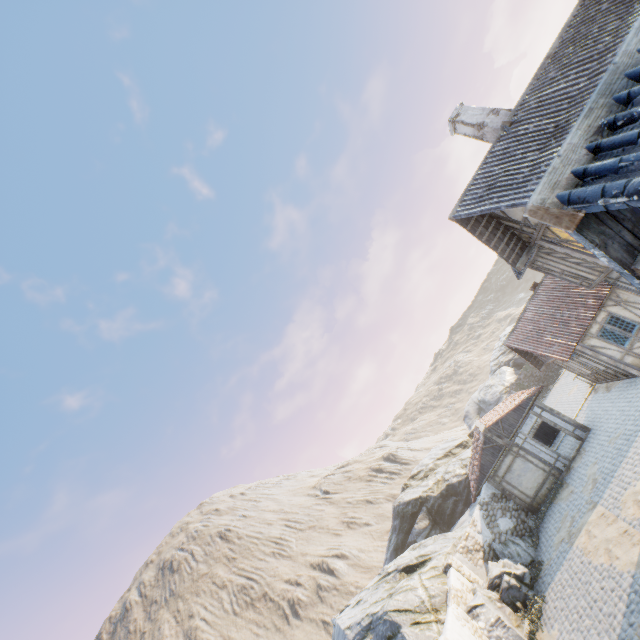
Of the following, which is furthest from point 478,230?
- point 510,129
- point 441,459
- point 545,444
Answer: point 441,459

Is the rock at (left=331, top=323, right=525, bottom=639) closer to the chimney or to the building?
the building

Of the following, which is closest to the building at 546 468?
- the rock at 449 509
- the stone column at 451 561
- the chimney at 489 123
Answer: the rock at 449 509

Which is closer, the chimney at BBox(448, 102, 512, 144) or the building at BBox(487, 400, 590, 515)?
the chimney at BBox(448, 102, 512, 144)

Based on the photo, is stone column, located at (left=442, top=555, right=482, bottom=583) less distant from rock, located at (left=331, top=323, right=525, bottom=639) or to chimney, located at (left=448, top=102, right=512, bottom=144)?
rock, located at (left=331, top=323, right=525, bottom=639)

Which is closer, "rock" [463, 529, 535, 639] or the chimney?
"rock" [463, 529, 535, 639]

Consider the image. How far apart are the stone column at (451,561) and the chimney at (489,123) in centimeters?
1949cm
